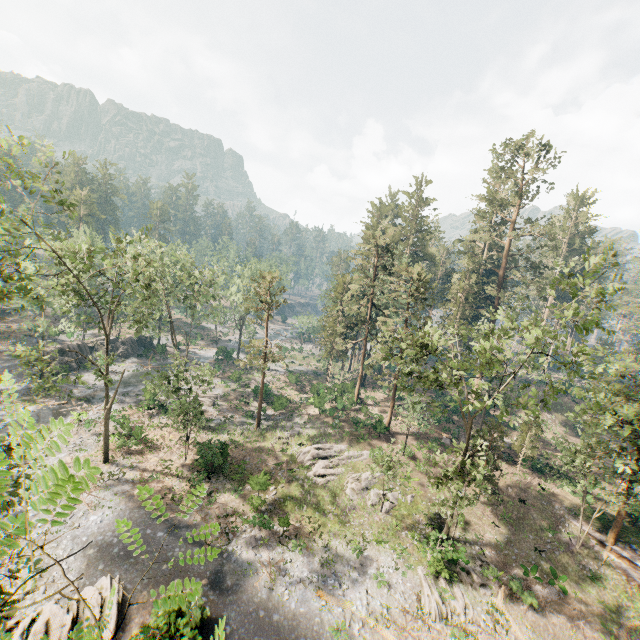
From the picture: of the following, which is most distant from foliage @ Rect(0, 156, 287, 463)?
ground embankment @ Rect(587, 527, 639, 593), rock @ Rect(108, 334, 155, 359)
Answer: rock @ Rect(108, 334, 155, 359)

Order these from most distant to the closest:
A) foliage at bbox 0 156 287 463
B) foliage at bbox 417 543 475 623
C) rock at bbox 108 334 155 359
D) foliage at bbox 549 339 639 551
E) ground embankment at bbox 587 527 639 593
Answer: rock at bbox 108 334 155 359 → ground embankment at bbox 587 527 639 593 → foliage at bbox 0 156 287 463 → foliage at bbox 417 543 475 623 → foliage at bbox 549 339 639 551

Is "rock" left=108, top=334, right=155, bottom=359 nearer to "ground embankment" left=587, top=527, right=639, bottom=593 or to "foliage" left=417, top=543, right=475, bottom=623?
"foliage" left=417, top=543, right=475, bottom=623

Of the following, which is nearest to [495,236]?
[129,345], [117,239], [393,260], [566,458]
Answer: [393,260]

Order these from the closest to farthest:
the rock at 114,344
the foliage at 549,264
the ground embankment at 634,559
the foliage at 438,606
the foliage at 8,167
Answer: the foliage at 549,264 → the foliage at 438,606 → the foliage at 8,167 → the ground embankment at 634,559 → the rock at 114,344

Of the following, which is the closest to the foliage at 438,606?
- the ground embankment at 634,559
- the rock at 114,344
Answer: the ground embankment at 634,559

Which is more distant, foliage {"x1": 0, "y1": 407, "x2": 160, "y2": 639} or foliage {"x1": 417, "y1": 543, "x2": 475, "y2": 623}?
foliage {"x1": 417, "y1": 543, "x2": 475, "y2": 623}
